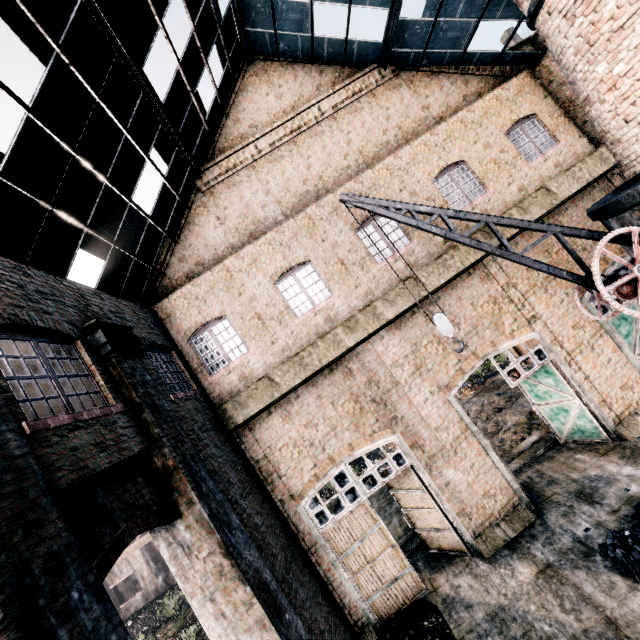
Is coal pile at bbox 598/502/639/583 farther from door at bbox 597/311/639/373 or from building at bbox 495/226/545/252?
door at bbox 597/311/639/373

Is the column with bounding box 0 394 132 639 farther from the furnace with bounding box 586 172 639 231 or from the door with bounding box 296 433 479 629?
the furnace with bounding box 586 172 639 231

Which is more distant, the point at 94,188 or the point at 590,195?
the point at 590,195

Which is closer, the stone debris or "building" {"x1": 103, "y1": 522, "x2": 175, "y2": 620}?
the stone debris

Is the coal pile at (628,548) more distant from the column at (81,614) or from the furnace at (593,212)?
the column at (81,614)

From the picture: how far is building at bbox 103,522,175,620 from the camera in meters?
25.9

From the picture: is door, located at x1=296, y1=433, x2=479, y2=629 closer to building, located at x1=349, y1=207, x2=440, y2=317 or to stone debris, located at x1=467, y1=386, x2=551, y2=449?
building, located at x1=349, y1=207, x2=440, y2=317

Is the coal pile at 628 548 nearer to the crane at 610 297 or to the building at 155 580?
the crane at 610 297
